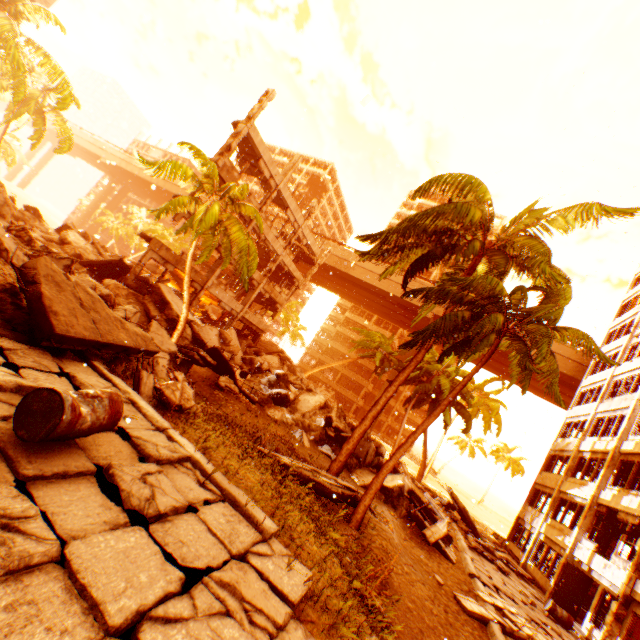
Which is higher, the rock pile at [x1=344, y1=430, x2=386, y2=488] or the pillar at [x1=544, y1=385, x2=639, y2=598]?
the pillar at [x1=544, y1=385, x2=639, y2=598]

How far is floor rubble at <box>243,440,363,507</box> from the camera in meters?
7.3 m

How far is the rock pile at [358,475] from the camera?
13.88m

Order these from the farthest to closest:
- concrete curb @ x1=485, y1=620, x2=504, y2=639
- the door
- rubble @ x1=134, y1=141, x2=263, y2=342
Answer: the door, rubble @ x1=134, y1=141, x2=263, y2=342, concrete curb @ x1=485, y1=620, x2=504, y2=639

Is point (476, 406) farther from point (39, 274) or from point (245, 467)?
point (39, 274)

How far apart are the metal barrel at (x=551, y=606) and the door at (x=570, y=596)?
1.23m

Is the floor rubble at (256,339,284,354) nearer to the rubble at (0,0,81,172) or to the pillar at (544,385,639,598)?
the rubble at (0,0,81,172)

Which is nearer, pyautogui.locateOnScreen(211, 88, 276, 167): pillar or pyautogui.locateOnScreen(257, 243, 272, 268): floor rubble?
pyautogui.locateOnScreen(211, 88, 276, 167): pillar
